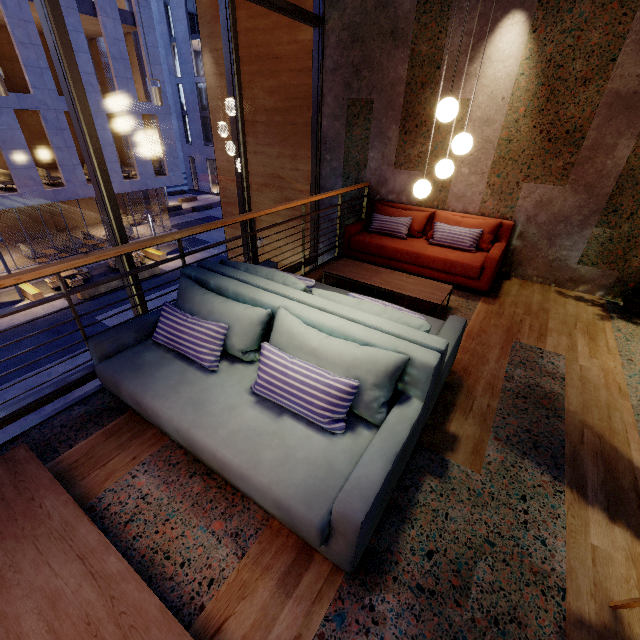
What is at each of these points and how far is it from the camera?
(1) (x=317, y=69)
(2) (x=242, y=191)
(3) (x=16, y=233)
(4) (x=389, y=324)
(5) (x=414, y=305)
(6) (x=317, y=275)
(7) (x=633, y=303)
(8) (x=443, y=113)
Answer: (1) window frame, 5.4m
(2) window frame, 4.9m
(3) building, 20.9m
(4) couch, 2.2m
(5) building, 4.3m
(6) building, 5.0m
(7) pot, 4.2m
(8) lamp, 2.9m

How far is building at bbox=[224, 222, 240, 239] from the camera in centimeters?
820cm

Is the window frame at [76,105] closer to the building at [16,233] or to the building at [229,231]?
the building at [229,231]

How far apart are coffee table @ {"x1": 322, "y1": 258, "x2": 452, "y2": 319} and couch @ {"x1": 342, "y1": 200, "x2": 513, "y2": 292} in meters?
0.5 m

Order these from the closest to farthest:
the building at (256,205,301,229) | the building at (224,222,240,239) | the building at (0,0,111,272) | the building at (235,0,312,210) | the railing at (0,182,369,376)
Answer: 1. the railing at (0,182,369,376)
2. the building at (235,0,312,210)
3. the building at (256,205,301,229)
4. the building at (224,222,240,239)
5. the building at (0,0,111,272)

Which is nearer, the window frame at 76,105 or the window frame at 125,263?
the window frame at 76,105

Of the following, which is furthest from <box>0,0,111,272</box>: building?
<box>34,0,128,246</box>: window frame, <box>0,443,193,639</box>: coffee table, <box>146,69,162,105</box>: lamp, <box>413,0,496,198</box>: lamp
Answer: <box>413,0,496,198</box>: lamp

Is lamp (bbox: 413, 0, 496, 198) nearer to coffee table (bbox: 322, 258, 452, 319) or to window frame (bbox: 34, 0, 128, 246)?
coffee table (bbox: 322, 258, 452, 319)
